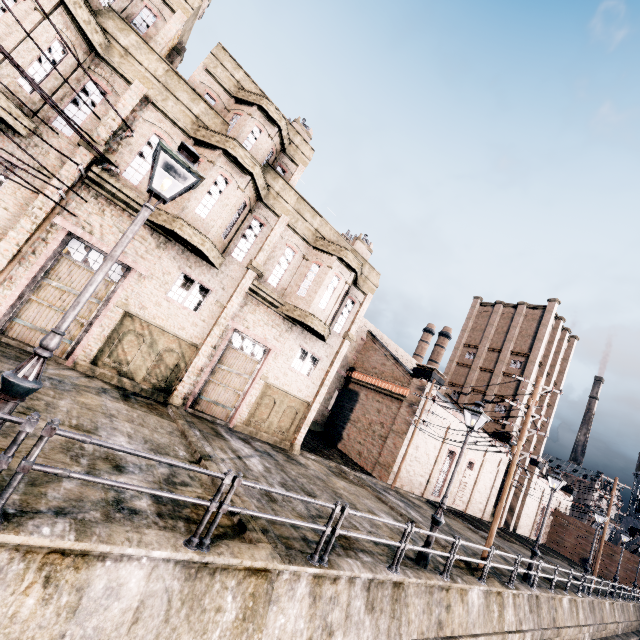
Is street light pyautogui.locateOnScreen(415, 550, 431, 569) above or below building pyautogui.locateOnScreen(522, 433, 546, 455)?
below

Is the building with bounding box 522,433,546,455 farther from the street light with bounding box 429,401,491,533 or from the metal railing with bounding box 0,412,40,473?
the metal railing with bounding box 0,412,40,473

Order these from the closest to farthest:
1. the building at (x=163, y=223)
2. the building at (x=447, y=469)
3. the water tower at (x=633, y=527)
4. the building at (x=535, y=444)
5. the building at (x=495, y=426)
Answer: the building at (x=163, y=223) → the building at (x=447, y=469) → the building at (x=495, y=426) → the building at (x=535, y=444) → the water tower at (x=633, y=527)

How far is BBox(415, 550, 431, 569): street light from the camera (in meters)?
10.56

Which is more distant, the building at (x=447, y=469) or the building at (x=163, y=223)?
the building at (x=447, y=469)

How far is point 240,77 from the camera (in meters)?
15.43

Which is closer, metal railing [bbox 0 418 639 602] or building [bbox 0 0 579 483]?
metal railing [bbox 0 418 639 602]
